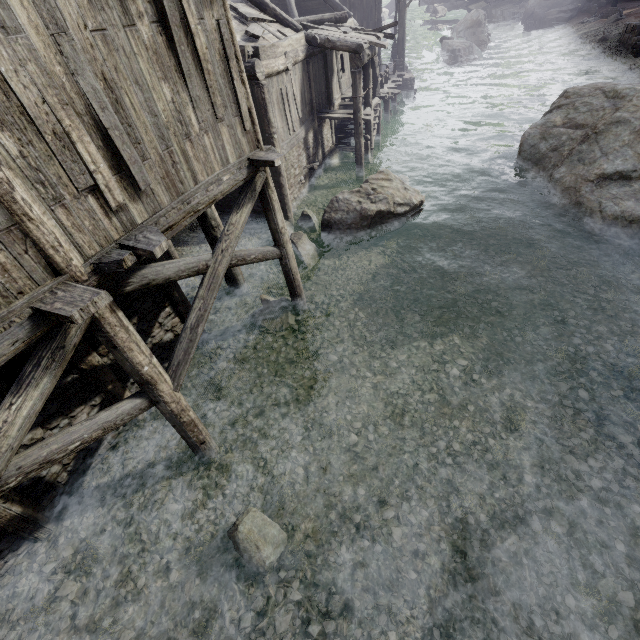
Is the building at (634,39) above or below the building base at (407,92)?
Result: above

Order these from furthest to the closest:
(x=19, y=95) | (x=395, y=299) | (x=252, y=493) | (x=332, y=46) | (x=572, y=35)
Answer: (x=572, y=35) < (x=332, y=46) < (x=395, y=299) < (x=252, y=493) < (x=19, y=95)

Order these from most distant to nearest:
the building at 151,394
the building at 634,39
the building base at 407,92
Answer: → the building base at 407,92, the building at 634,39, the building at 151,394

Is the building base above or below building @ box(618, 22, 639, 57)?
below

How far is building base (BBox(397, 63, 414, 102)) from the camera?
25.09m

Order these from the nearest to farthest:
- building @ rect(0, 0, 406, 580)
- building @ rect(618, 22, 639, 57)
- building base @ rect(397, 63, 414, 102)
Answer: building @ rect(0, 0, 406, 580) < building @ rect(618, 22, 639, 57) < building base @ rect(397, 63, 414, 102)

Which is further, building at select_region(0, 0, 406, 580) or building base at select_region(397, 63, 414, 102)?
building base at select_region(397, 63, 414, 102)
